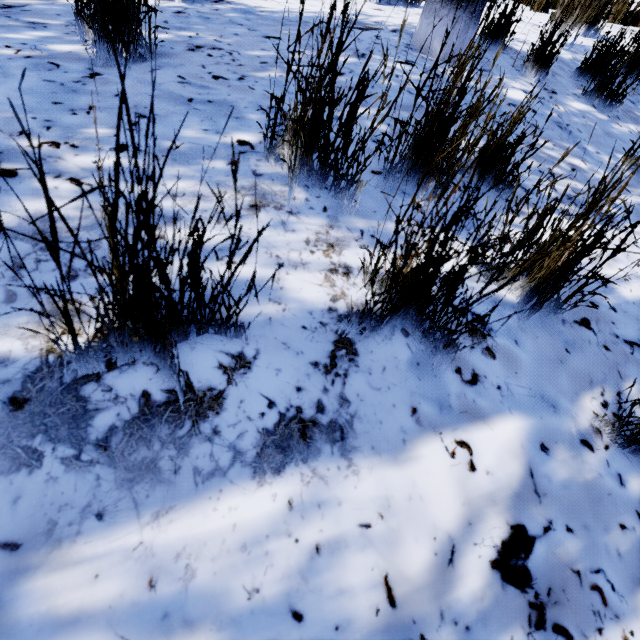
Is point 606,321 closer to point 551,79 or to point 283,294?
point 283,294

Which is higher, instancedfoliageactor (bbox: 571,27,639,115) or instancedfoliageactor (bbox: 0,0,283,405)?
instancedfoliageactor (bbox: 571,27,639,115)

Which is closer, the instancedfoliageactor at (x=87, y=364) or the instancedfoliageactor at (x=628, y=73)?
the instancedfoliageactor at (x=87, y=364)

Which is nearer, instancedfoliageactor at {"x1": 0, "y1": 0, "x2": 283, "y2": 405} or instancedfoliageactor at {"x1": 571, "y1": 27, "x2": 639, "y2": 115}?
instancedfoliageactor at {"x1": 0, "y1": 0, "x2": 283, "y2": 405}
